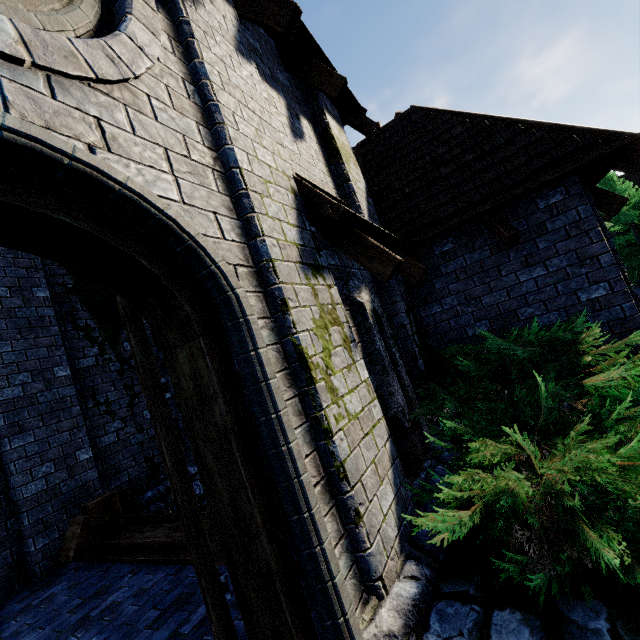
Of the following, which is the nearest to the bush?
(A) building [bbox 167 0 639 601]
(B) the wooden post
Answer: (A) building [bbox 167 0 639 601]

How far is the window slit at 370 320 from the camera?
3.6 meters

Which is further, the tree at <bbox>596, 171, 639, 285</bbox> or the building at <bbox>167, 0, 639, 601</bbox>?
the tree at <bbox>596, 171, 639, 285</bbox>

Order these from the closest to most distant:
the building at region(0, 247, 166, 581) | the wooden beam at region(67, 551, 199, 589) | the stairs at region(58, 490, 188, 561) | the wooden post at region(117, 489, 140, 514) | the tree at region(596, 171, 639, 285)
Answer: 1. the wooden beam at region(67, 551, 199, 589)
2. the stairs at region(58, 490, 188, 561)
3. the building at region(0, 247, 166, 581)
4. the wooden post at region(117, 489, 140, 514)
5. the tree at region(596, 171, 639, 285)

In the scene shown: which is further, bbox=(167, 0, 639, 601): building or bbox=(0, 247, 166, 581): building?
bbox=(0, 247, 166, 581): building

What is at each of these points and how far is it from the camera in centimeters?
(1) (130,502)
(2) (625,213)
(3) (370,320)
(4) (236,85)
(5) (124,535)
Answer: (1) wooden post, 563cm
(2) tree, 1692cm
(3) window slit, 378cm
(4) building, 279cm
(5) stairs, 448cm

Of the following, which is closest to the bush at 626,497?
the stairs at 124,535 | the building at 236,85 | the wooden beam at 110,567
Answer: the building at 236,85

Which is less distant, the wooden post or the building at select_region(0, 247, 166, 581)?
the building at select_region(0, 247, 166, 581)
